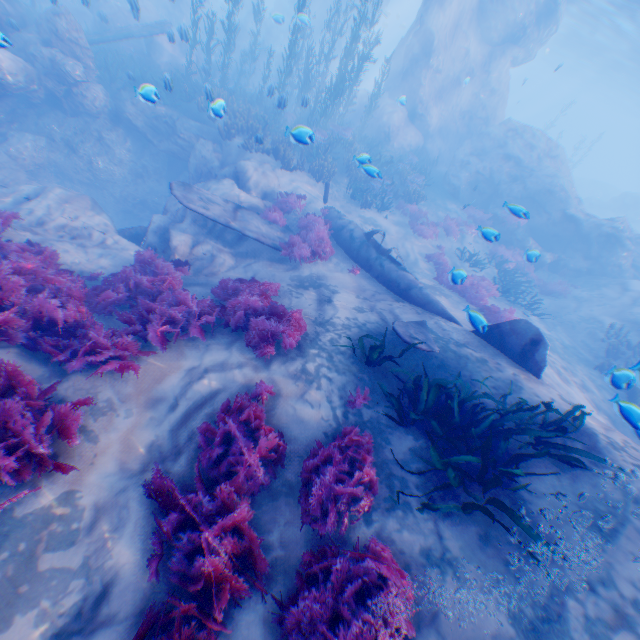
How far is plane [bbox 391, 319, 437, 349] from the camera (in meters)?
6.88

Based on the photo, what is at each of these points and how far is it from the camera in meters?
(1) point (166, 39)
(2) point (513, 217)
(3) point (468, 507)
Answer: (1) rock, 18.0
(2) instancedfoliageactor, 17.5
(3) instancedfoliageactor, 3.9

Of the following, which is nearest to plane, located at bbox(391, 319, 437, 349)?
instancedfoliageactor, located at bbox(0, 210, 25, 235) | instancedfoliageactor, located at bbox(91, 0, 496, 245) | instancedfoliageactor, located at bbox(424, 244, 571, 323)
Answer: instancedfoliageactor, located at bbox(91, 0, 496, 245)

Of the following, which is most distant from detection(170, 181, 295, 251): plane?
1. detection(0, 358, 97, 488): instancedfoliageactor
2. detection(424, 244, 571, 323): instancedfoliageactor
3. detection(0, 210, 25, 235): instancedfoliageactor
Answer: detection(0, 358, 97, 488): instancedfoliageactor

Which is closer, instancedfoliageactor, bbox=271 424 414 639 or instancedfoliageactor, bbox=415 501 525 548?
instancedfoliageactor, bbox=271 424 414 639

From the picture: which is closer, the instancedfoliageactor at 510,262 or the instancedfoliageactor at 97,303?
the instancedfoliageactor at 97,303

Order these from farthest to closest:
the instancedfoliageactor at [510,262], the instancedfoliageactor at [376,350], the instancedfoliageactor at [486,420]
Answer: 1. the instancedfoliageactor at [510,262]
2. the instancedfoliageactor at [376,350]
3. the instancedfoliageactor at [486,420]

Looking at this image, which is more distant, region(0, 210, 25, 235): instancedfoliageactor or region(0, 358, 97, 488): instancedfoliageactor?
region(0, 210, 25, 235): instancedfoliageactor
